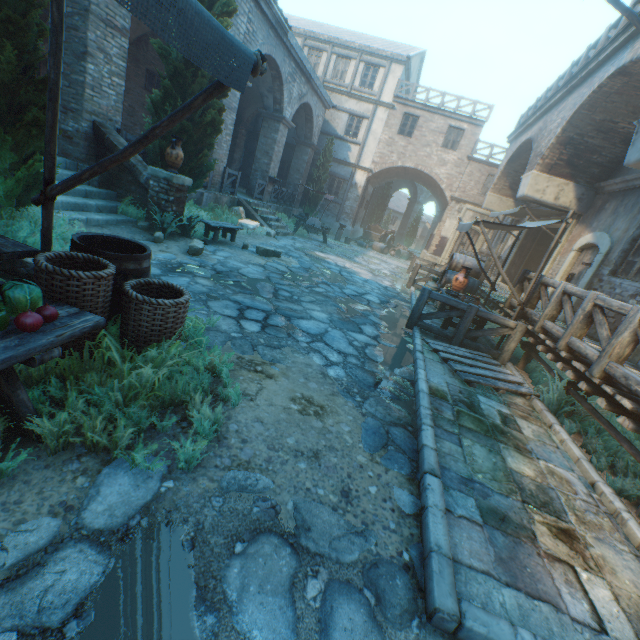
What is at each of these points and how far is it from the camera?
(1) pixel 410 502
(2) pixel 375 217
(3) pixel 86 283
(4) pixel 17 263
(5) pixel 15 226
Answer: (1) ground stones, 2.54m
(2) tree, 29.75m
(3) wicker basket, 2.32m
(4) stairs, 2.81m
(5) plants, 4.31m

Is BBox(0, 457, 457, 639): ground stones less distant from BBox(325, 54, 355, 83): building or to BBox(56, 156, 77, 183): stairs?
BBox(56, 156, 77, 183): stairs

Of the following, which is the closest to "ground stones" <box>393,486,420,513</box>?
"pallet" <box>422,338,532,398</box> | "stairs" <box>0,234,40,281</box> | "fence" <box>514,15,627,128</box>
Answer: "stairs" <box>0,234,40,281</box>

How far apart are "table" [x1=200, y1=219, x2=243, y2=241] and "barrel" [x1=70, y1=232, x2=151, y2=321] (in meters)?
5.13

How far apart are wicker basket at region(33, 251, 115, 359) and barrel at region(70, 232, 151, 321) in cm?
8

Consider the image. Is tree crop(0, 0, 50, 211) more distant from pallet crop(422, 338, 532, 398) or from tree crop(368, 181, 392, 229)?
pallet crop(422, 338, 532, 398)

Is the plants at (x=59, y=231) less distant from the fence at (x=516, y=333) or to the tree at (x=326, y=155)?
the tree at (x=326, y=155)

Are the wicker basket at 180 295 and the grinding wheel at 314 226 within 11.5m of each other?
no
